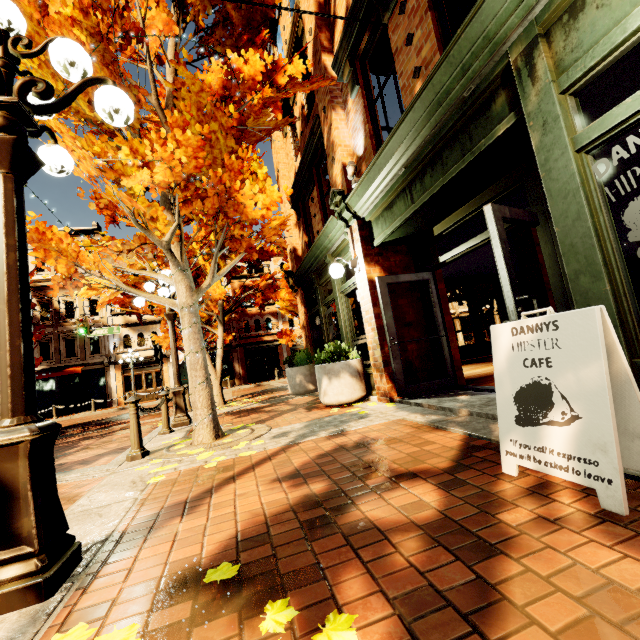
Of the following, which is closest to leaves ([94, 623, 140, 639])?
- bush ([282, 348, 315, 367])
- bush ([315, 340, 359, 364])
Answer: bush ([315, 340, 359, 364])

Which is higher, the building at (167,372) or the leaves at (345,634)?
the building at (167,372)

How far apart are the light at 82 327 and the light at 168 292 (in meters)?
11.12

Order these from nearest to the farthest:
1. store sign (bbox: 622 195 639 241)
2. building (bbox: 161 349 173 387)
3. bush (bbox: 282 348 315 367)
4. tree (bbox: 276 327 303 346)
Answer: store sign (bbox: 622 195 639 241) < bush (bbox: 282 348 315 367) < tree (bbox: 276 327 303 346) < building (bbox: 161 349 173 387)

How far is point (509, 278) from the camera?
3.2 meters

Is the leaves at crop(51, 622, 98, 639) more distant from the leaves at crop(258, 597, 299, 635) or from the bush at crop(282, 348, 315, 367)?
the bush at crop(282, 348, 315, 367)

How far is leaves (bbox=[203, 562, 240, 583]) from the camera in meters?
1.5 m

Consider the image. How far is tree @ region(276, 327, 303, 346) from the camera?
24.25m
